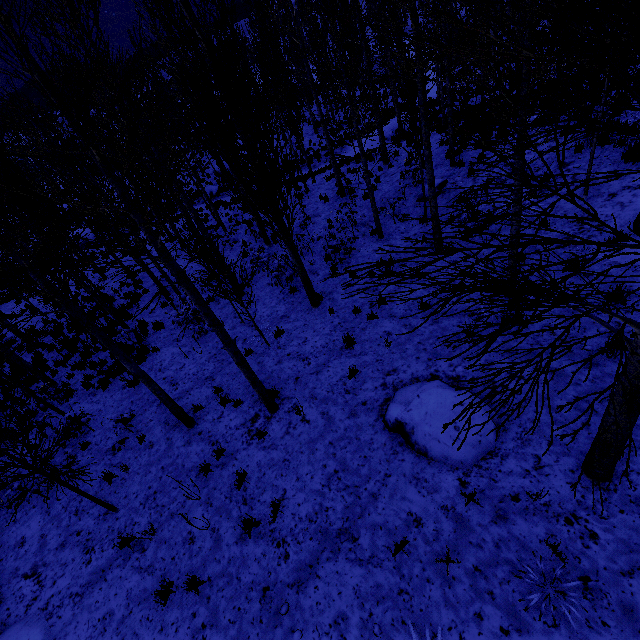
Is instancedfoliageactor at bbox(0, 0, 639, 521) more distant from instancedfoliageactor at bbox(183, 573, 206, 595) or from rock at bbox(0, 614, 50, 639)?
rock at bbox(0, 614, 50, 639)

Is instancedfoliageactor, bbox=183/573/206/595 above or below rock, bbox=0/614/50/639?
above

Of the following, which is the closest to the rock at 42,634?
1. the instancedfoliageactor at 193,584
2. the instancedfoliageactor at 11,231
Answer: the instancedfoliageactor at 193,584

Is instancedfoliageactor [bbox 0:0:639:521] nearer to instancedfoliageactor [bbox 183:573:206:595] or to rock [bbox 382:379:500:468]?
instancedfoliageactor [bbox 183:573:206:595]

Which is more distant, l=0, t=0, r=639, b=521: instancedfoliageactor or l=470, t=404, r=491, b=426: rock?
l=470, t=404, r=491, b=426: rock

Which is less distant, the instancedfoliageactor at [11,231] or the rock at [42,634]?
the instancedfoliageactor at [11,231]

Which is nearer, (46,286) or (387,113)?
(46,286)

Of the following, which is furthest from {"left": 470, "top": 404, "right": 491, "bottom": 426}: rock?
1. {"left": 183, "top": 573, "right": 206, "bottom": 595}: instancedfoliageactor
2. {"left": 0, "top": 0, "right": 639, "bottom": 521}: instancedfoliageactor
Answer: {"left": 0, "top": 0, "right": 639, "bottom": 521}: instancedfoliageactor
